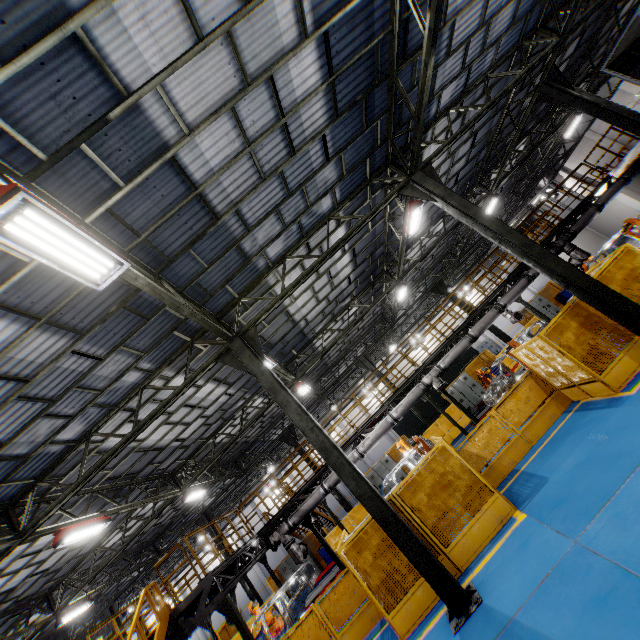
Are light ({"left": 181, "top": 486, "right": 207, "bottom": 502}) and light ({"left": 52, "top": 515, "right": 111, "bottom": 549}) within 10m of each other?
yes

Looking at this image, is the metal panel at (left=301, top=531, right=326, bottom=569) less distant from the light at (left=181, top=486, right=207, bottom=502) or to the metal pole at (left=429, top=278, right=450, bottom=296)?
the metal pole at (left=429, top=278, right=450, bottom=296)

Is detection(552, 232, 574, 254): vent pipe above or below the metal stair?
below

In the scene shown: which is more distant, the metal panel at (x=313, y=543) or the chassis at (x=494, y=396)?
the metal panel at (x=313, y=543)

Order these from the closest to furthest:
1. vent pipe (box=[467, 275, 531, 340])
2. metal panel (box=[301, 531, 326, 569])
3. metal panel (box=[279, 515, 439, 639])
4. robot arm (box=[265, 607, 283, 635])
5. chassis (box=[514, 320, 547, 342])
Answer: metal panel (box=[279, 515, 439, 639]) < vent pipe (box=[467, 275, 531, 340]) < chassis (box=[514, 320, 547, 342]) < robot arm (box=[265, 607, 283, 635]) < metal panel (box=[301, 531, 326, 569])

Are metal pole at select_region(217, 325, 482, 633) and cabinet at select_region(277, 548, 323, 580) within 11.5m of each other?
no

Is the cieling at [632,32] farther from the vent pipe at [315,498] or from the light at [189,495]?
the light at [189,495]

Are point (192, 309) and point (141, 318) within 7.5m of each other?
yes
